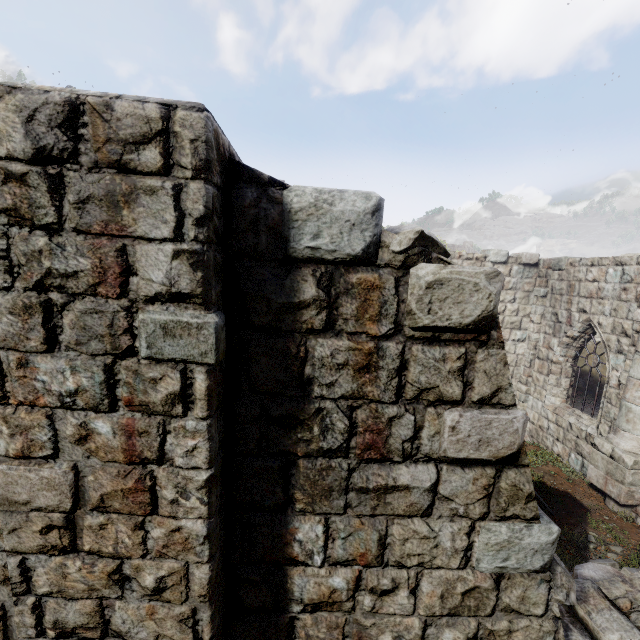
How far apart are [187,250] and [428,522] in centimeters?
263cm
